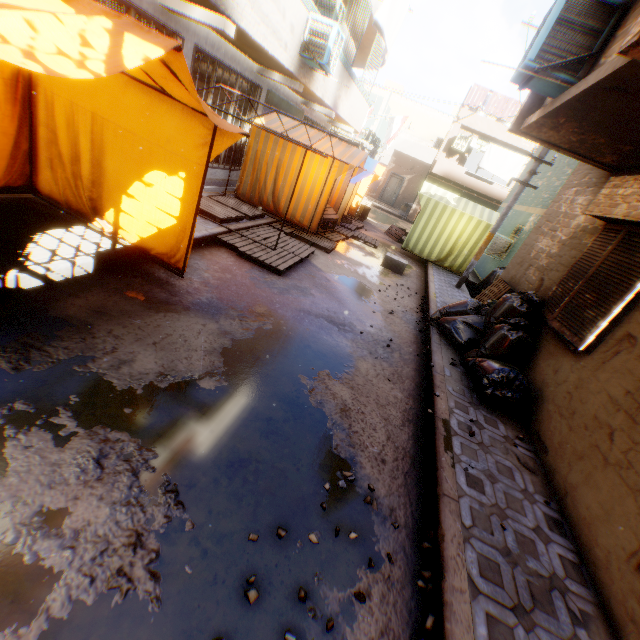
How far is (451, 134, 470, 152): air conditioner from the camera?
20.2m

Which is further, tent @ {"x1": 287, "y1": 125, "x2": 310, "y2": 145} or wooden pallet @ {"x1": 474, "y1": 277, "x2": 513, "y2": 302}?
tent @ {"x1": 287, "y1": 125, "x2": 310, "y2": 145}

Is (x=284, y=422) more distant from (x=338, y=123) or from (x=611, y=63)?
(x=338, y=123)

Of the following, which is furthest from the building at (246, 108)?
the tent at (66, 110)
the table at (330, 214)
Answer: the table at (330, 214)

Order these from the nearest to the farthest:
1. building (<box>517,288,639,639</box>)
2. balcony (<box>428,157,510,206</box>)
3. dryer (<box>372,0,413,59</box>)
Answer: building (<box>517,288,639,639</box>) < dryer (<box>372,0,413,59</box>) < balcony (<box>428,157,510,206</box>)

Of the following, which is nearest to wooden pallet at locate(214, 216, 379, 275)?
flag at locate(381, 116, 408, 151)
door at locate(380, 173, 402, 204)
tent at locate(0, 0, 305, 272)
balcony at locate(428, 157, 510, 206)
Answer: tent at locate(0, 0, 305, 272)

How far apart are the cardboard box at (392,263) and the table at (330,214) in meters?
1.3 m

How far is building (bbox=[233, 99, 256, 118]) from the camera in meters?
9.0
